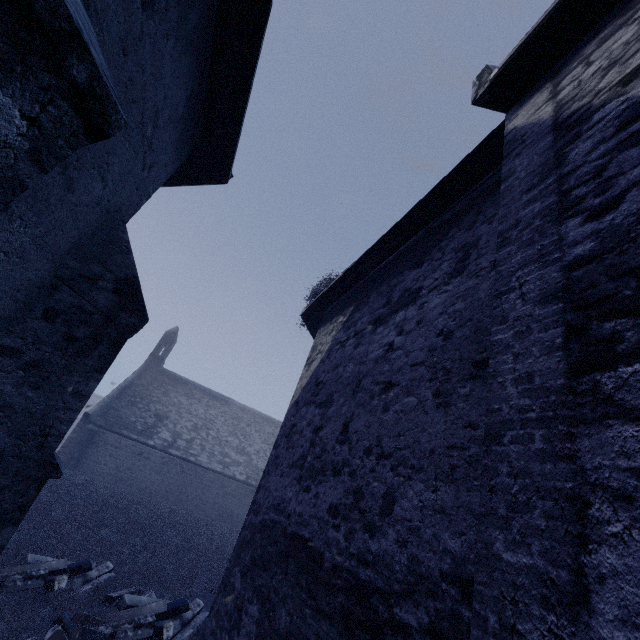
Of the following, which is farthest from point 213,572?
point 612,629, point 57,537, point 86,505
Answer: point 612,629
